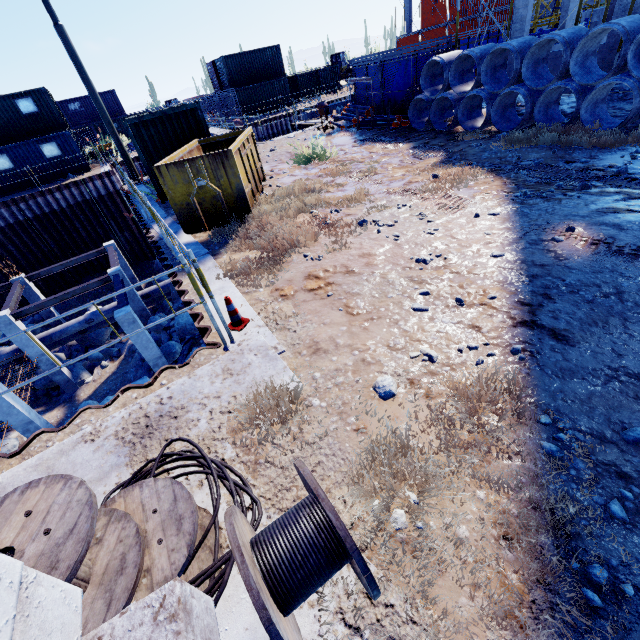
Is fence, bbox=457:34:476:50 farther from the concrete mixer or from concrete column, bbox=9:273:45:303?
concrete column, bbox=9:273:45:303

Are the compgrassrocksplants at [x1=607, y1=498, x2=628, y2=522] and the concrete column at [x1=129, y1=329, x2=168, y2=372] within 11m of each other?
no

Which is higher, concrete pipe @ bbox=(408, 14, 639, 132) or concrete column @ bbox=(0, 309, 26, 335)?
concrete pipe @ bbox=(408, 14, 639, 132)

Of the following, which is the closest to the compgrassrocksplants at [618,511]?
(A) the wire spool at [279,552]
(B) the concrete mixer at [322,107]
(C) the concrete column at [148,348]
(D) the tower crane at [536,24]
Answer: (A) the wire spool at [279,552]

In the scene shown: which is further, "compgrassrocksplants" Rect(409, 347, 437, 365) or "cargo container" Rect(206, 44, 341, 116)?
"cargo container" Rect(206, 44, 341, 116)

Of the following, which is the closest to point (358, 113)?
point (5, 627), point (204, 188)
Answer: point (204, 188)

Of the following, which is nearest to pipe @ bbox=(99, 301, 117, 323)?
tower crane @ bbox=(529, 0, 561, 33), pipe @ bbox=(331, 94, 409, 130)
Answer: pipe @ bbox=(331, 94, 409, 130)

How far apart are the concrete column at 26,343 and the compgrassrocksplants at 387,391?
18.36m
